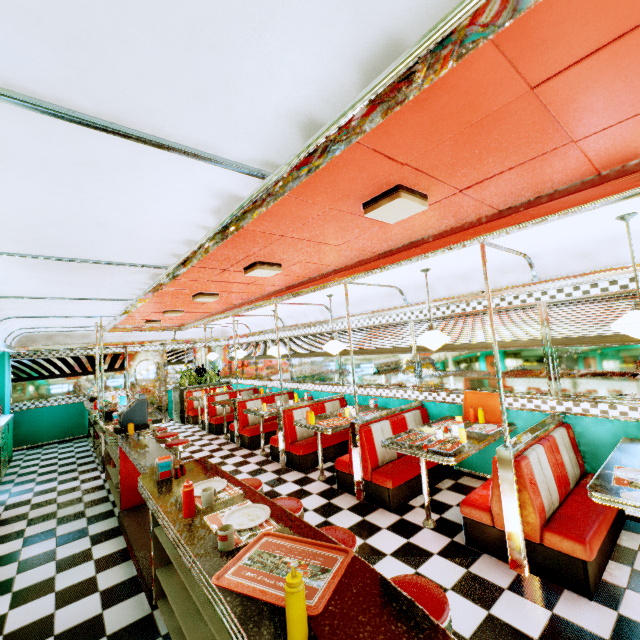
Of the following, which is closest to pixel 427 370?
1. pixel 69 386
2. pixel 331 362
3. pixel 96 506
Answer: pixel 331 362

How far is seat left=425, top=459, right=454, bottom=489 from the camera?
4.6m

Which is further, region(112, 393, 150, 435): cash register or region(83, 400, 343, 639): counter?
region(112, 393, 150, 435): cash register

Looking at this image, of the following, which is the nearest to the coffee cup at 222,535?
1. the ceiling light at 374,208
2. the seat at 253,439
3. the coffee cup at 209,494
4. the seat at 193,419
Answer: the coffee cup at 209,494

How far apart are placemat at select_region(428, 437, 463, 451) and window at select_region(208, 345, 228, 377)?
9.2 meters

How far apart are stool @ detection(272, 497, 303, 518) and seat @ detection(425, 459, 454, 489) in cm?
167

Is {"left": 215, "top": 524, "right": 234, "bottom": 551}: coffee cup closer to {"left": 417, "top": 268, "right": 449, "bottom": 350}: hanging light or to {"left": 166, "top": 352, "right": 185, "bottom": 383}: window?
Answer: {"left": 417, "top": 268, "right": 449, "bottom": 350}: hanging light

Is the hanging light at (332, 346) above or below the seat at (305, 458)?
above
